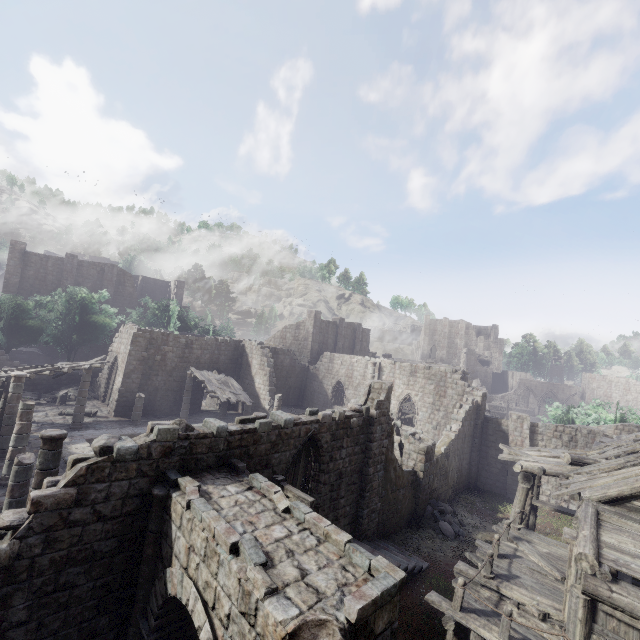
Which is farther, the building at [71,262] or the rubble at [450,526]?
the building at [71,262]

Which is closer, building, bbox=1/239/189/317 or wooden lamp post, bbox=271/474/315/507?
wooden lamp post, bbox=271/474/315/507

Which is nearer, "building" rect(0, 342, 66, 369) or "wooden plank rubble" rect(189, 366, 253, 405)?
"wooden plank rubble" rect(189, 366, 253, 405)

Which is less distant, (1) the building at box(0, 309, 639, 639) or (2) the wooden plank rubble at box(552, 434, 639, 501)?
(1) the building at box(0, 309, 639, 639)

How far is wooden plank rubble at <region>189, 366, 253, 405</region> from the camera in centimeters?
2392cm

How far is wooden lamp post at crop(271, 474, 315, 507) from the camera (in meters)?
8.45

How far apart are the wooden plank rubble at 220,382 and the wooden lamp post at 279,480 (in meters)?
15.37

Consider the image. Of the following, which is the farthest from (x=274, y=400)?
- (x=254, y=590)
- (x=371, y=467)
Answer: (x=254, y=590)
